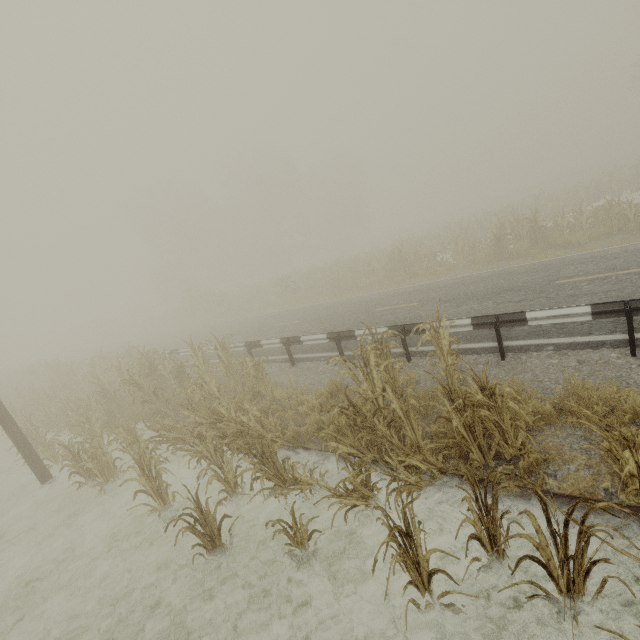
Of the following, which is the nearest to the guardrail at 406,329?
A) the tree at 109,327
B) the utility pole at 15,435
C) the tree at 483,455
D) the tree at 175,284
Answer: the tree at 175,284

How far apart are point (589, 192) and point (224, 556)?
29.32m

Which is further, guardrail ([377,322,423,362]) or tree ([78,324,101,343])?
tree ([78,324,101,343])

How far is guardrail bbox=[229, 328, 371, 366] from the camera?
9.0 meters

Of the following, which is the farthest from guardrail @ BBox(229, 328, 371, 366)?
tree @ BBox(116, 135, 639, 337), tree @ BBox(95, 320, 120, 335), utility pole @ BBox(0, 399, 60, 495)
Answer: utility pole @ BBox(0, 399, 60, 495)

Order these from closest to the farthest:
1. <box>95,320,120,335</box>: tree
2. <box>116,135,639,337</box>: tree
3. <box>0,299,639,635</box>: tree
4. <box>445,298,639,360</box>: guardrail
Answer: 1. <box>0,299,639,635</box>: tree
2. <box>445,298,639,360</box>: guardrail
3. <box>116,135,639,337</box>: tree
4. <box>95,320,120,335</box>: tree

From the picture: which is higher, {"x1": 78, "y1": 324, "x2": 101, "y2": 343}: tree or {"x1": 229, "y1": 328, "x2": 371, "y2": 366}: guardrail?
{"x1": 78, "y1": 324, "x2": 101, "y2": 343}: tree

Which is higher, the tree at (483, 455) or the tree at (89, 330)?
the tree at (89, 330)
